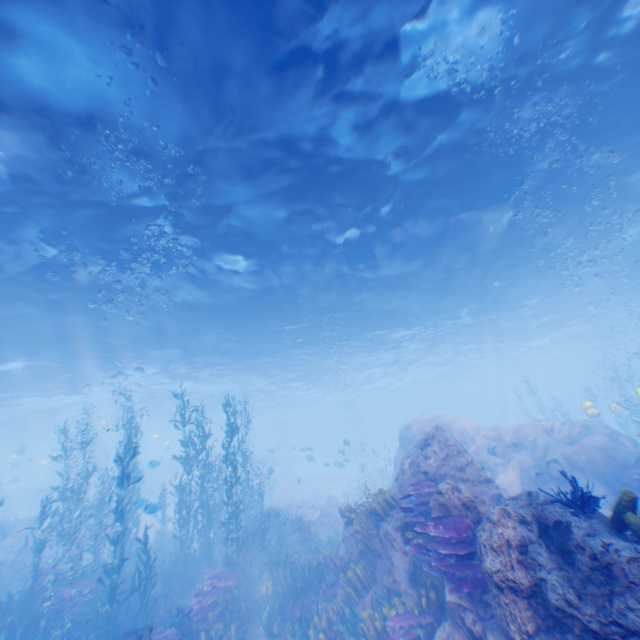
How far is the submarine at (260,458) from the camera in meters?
22.8

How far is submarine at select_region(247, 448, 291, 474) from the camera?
22.8m

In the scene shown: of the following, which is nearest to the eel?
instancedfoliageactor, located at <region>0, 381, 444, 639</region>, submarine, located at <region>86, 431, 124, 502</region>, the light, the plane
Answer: instancedfoliageactor, located at <region>0, 381, 444, 639</region>

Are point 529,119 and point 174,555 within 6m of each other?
no

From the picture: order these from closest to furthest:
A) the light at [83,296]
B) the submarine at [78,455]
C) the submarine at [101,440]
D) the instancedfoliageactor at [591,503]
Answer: the instancedfoliageactor at [591,503]
the light at [83,296]
the submarine at [78,455]
the submarine at [101,440]

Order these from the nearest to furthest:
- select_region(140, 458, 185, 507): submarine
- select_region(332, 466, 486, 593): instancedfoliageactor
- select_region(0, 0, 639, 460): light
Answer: select_region(332, 466, 486, 593): instancedfoliageactor < select_region(0, 0, 639, 460): light < select_region(140, 458, 185, 507): submarine

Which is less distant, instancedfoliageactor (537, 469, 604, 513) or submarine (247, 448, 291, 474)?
instancedfoliageactor (537, 469, 604, 513)

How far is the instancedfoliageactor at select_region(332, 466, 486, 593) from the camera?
5.4m
